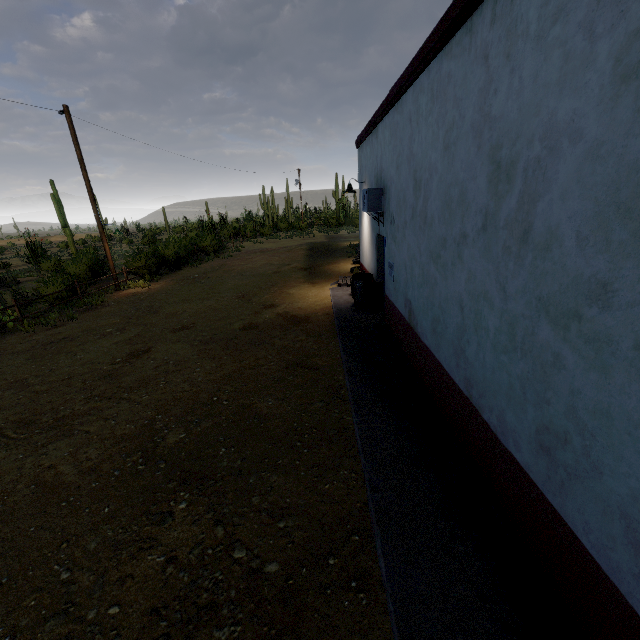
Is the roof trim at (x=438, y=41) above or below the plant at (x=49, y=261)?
above

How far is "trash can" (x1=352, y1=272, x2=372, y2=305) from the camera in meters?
9.7 m

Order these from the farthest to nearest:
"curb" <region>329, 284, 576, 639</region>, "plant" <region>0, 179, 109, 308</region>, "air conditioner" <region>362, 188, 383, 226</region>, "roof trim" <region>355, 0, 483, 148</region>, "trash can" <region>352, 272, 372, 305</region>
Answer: "plant" <region>0, 179, 109, 308</region>, "trash can" <region>352, 272, 372, 305</region>, "air conditioner" <region>362, 188, 383, 226</region>, "roof trim" <region>355, 0, 483, 148</region>, "curb" <region>329, 284, 576, 639</region>

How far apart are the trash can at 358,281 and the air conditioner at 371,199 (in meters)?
1.66

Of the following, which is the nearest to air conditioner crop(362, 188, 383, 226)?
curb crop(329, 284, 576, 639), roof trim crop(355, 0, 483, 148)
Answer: roof trim crop(355, 0, 483, 148)

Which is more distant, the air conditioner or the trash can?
the trash can

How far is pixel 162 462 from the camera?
4.3 meters

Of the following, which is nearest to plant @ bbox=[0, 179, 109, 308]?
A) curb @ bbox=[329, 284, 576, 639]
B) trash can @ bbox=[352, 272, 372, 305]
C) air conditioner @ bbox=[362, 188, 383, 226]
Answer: curb @ bbox=[329, 284, 576, 639]
